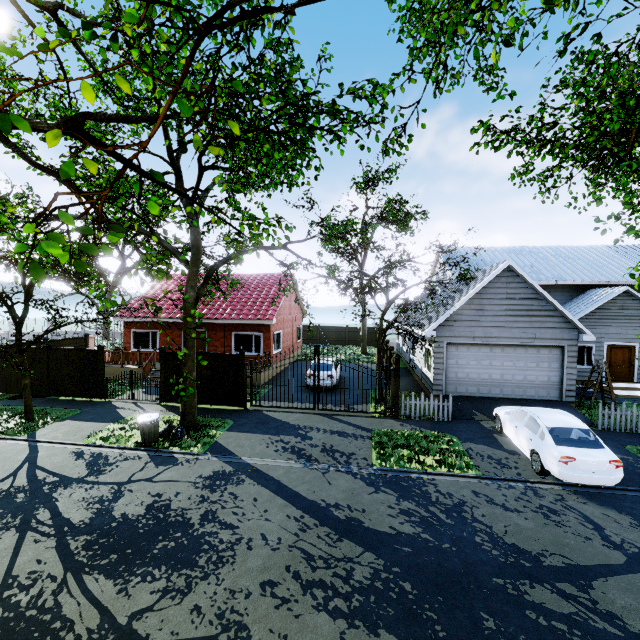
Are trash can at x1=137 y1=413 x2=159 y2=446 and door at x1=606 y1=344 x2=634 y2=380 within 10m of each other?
no

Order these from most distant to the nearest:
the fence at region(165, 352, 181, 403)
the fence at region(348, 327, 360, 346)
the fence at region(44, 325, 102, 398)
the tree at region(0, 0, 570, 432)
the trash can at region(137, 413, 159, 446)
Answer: the fence at region(348, 327, 360, 346) → the fence at region(44, 325, 102, 398) → the fence at region(165, 352, 181, 403) → the trash can at region(137, 413, 159, 446) → the tree at region(0, 0, 570, 432)

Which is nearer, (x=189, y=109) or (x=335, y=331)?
(x=189, y=109)

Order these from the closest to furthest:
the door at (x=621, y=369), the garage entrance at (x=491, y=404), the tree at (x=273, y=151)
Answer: the tree at (x=273, y=151), the garage entrance at (x=491, y=404), the door at (x=621, y=369)

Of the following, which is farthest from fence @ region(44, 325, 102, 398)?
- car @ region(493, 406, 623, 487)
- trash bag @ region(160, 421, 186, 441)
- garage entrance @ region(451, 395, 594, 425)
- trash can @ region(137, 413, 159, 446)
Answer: trash can @ region(137, 413, 159, 446)

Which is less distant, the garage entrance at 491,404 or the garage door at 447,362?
the garage entrance at 491,404

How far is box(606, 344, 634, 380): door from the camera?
18.2 meters

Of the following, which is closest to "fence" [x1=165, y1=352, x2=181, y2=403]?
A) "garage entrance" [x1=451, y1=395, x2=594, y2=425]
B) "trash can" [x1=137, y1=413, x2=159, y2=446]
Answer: "garage entrance" [x1=451, y1=395, x2=594, y2=425]
